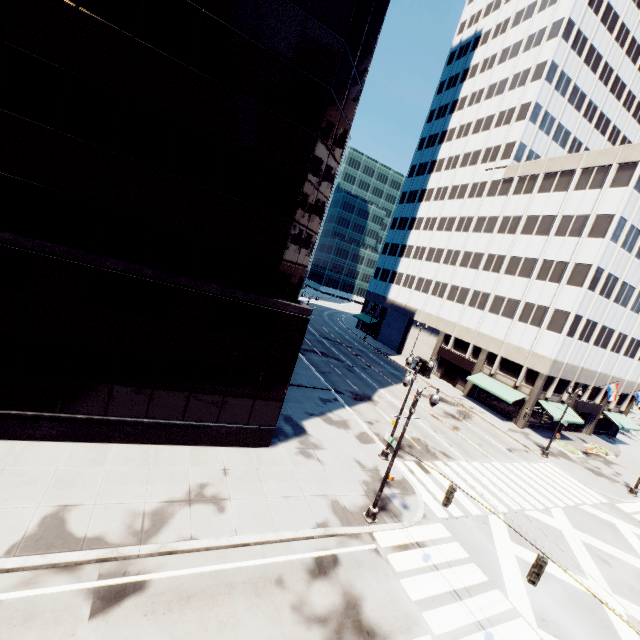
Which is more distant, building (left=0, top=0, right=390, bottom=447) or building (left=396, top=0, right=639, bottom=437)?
building (left=396, top=0, right=639, bottom=437)

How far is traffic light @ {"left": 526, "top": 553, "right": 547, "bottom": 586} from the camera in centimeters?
927cm

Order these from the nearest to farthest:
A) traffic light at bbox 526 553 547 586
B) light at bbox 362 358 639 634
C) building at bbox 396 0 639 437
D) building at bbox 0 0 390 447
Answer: light at bbox 362 358 639 634 < traffic light at bbox 526 553 547 586 < building at bbox 0 0 390 447 < building at bbox 396 0 639 437

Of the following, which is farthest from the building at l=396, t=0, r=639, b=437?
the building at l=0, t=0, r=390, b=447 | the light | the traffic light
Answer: the traffic light

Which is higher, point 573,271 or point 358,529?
point 573,271

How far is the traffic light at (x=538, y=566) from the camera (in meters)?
9.27

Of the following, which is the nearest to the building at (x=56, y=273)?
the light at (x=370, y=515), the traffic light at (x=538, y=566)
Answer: the light at (x=370, y=515)

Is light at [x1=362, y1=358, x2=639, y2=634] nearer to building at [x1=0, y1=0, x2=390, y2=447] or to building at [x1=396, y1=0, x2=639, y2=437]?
building at [x1=0, y1=0, x2=390, y2=447]
